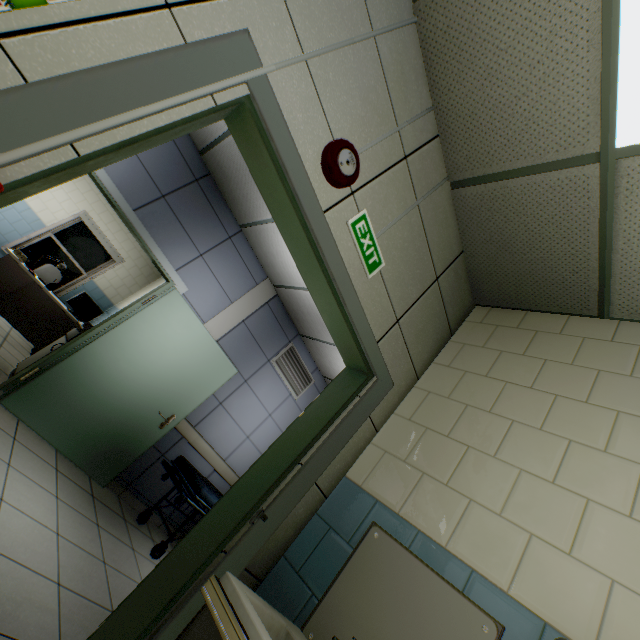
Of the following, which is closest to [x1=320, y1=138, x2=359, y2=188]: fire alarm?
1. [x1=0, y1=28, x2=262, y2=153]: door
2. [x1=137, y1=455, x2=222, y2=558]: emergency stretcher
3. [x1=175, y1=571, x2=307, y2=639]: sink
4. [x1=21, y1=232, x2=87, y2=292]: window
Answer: [x1=0, y1=28, x2=262, y2=153]: door

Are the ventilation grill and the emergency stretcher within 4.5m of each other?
yes

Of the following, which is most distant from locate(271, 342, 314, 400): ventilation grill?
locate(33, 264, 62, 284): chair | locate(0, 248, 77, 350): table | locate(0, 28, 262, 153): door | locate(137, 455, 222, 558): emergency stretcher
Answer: locate(33, 264, 62, 284): chair

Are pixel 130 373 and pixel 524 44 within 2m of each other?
no

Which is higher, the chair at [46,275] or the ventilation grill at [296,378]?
the ventilation grill at [296,378]

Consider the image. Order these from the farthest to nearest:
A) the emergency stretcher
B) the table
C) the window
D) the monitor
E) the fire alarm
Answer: the window, the monitor, the table, the emergency stretcher, the fire alarm

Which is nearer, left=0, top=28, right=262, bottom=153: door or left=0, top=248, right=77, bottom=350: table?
left=0, top=28, right=262, bottom=153: door

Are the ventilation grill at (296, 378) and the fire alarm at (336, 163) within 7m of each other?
yes
